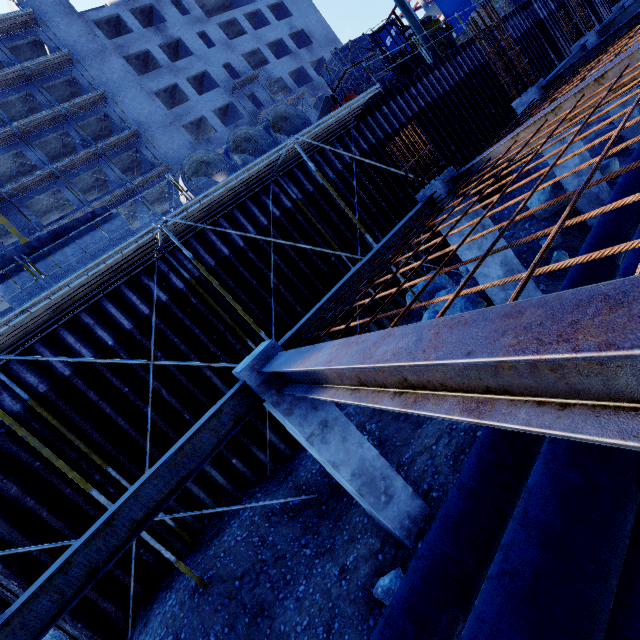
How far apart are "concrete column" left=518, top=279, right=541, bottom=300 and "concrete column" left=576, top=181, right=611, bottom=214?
4.33m

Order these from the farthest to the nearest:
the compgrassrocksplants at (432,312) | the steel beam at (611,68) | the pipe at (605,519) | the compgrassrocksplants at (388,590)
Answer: the compgrassrocksplants at (432,312)
the compgrassrocksplants at (388,590)
the steel beam at (611,68)
the pipe at (605,519)

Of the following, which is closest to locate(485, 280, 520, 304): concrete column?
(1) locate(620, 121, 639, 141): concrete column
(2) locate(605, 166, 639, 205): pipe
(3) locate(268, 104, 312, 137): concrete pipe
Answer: (2) locate(605, 166, 639, 205): pipe

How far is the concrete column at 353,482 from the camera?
4.1 meters

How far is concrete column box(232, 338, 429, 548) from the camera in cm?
412

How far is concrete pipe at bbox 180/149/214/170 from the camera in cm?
908

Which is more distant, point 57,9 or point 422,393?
point 57,9

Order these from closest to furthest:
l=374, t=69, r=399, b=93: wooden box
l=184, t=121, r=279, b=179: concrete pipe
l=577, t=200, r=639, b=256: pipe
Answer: l=577, t=200, r=639, b=256: pipe < l=184, t=121, r=279, b=179: concrete pipe < l=374, t=69, r=399, b=93: wooden box
